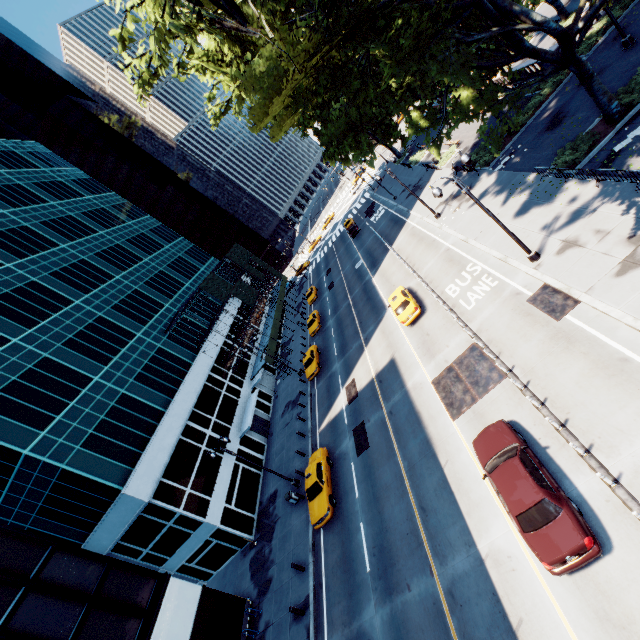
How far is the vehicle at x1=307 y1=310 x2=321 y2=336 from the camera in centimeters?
4144cm

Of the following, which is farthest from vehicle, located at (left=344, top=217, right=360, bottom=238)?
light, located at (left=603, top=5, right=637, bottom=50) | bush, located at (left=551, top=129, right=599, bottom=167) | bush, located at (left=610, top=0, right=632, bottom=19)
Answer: light, located at (left=603, top=5, right=637, bottom=50)

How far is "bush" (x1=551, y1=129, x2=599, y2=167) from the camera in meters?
18.8 m

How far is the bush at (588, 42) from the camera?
24.3m

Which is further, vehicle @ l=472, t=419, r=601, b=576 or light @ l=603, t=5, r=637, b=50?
light @ l=603, t=5, r=637, b=50

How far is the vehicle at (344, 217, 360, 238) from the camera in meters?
51.6

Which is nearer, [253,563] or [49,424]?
[49,424]

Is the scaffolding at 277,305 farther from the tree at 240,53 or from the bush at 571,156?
the bush at 571,156
